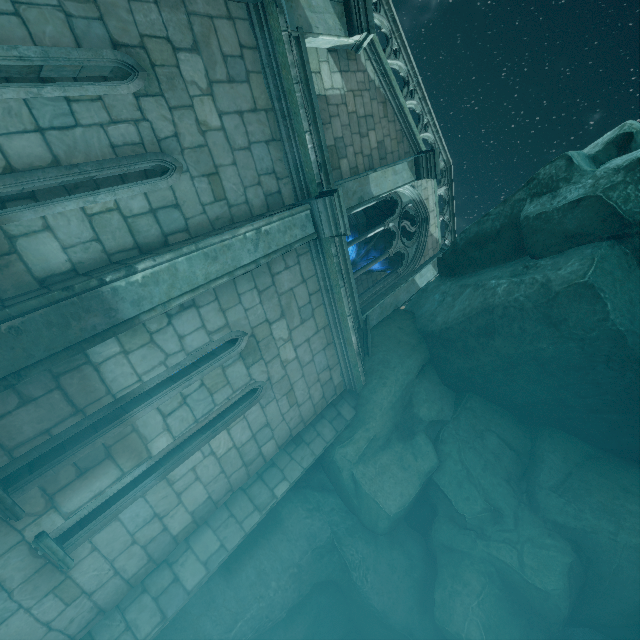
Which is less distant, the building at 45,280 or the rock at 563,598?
the building at 45,280

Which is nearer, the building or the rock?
the building

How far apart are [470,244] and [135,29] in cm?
744
